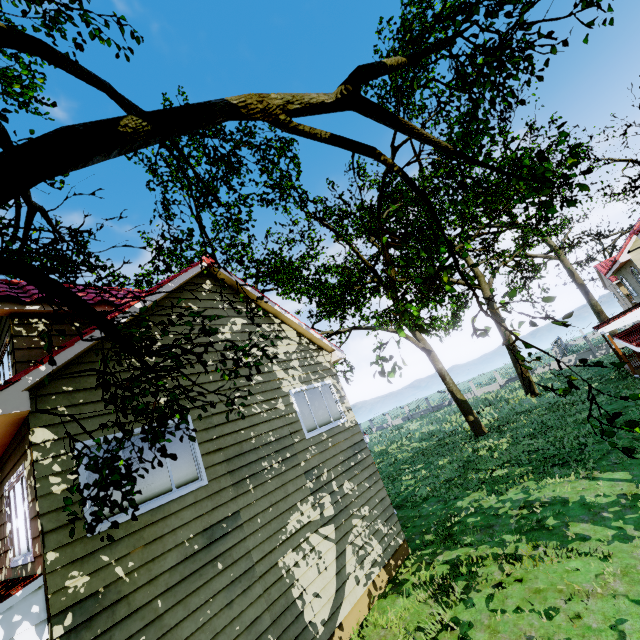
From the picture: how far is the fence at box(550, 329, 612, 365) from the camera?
33.0 meters

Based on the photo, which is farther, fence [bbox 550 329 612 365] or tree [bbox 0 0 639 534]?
fence [bbox 550 329 612 365]

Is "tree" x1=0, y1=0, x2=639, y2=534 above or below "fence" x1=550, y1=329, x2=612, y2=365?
above

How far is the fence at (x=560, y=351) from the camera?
33.0 meters

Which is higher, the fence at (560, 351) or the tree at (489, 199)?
the tree at (489, 199)

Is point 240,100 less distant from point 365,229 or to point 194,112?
point 194,112
